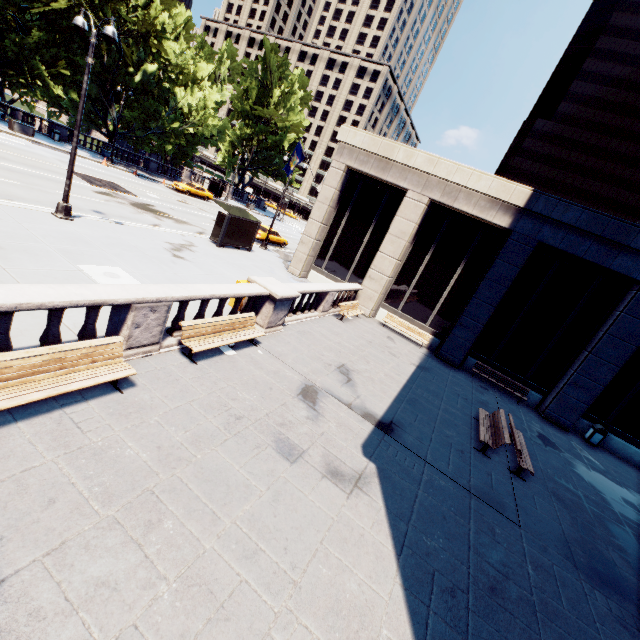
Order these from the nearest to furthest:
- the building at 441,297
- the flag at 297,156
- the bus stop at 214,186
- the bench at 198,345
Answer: the bench at 198,345, the building at 441,297, the flag at 297,156, the bus stop at 214,186

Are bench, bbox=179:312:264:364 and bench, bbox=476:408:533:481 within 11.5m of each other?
yes

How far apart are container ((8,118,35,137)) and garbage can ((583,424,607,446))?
45.9 meters

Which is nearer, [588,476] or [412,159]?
[588,476]

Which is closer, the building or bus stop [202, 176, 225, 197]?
the building

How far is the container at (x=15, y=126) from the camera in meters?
26.7 m

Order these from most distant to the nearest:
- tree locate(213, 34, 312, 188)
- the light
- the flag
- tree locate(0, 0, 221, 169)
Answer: tree locate(213, 34, 312, 188) → tree locate(0, 0, 221, 169) → the flag → the light

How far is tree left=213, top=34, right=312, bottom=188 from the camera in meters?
47.9
